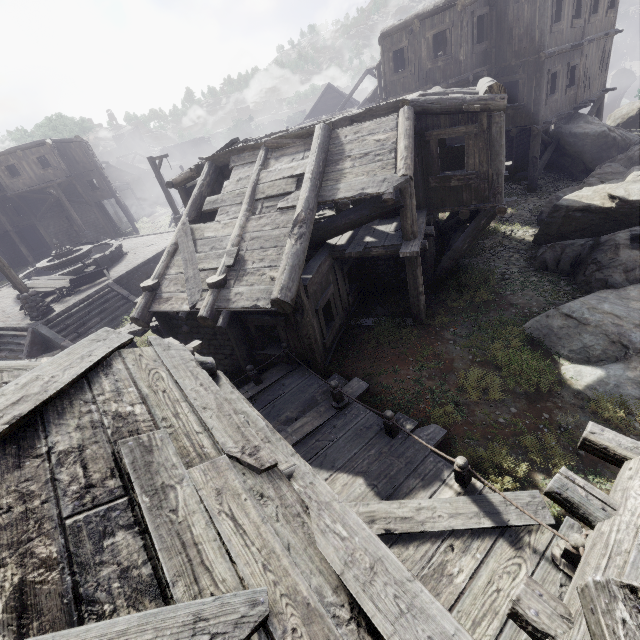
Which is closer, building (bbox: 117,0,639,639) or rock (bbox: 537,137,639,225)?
building (bbox: 117,0,639,639)

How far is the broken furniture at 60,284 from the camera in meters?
15.9 m

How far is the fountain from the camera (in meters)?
18.04

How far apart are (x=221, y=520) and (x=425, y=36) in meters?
20.5 m

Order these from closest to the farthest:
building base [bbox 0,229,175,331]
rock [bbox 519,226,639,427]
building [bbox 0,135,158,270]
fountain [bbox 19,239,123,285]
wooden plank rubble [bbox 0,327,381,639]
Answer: wooden plank rubble [bbox 0,327,381,639], rock [bbox 519,226,639,427], building base [bbox 0,229,175,331], fountain [bbox 19,239,123,285], building [bbox 0,135,158,270]

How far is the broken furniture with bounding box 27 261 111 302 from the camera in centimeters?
1594cm

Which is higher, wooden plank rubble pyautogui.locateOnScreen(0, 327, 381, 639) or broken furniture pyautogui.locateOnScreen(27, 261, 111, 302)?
wooden plank rubble pyautogui.locateOnScreen(0, 327, 381, 639)

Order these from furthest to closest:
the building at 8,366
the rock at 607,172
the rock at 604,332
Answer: the rock at 607,172
the rock at 604,332
the building at 8,366
